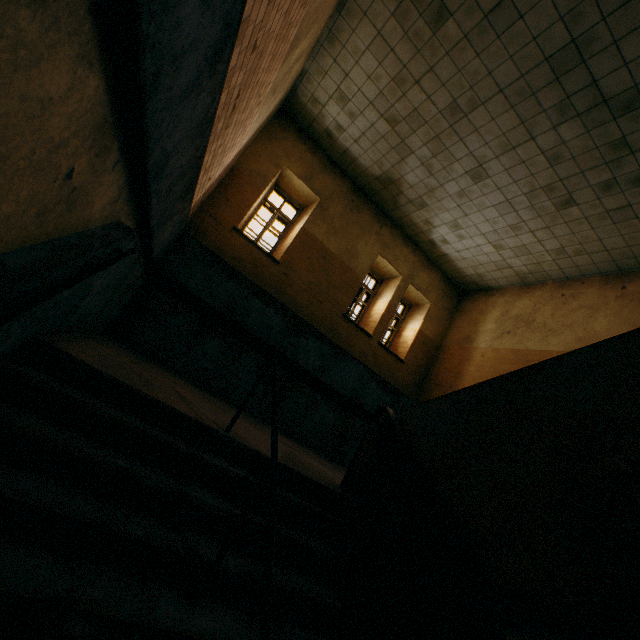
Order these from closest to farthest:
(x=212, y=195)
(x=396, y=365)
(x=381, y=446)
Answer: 1. (x=381, y=446)
2. (x=212, y=195)
3. (x=396, y=365)
